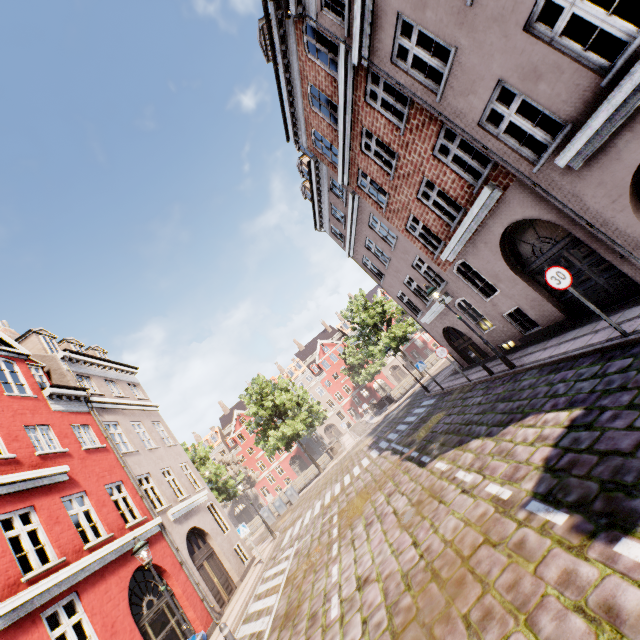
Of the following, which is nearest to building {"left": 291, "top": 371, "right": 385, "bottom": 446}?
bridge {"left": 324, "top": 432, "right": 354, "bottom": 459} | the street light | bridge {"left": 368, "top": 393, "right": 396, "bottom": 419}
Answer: the street light

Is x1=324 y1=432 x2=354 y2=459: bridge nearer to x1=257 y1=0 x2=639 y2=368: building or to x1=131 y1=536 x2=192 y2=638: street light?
x1=257 y1=0 x2=639 y2=368: building

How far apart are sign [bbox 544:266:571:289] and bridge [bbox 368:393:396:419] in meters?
29.9

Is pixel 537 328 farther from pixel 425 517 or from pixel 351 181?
pixel 351 181

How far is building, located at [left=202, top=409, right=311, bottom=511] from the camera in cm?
5466

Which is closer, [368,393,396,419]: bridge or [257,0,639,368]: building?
[257,0,639,368]: building

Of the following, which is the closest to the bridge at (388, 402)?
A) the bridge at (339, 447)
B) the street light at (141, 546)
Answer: the bridge at (339, 447)

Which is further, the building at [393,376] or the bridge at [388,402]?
the building at [393,376]
